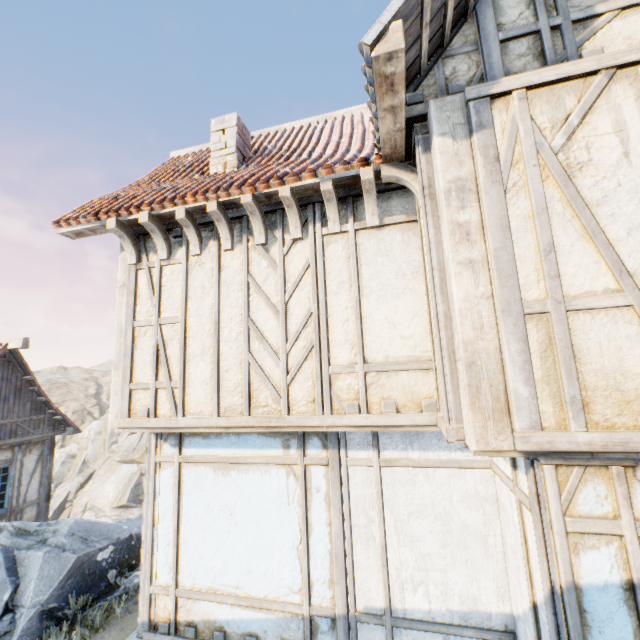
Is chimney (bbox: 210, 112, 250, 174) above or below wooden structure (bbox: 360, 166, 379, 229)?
above

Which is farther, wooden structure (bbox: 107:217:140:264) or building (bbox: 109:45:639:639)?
wooden structure (bbox: 107:217:140:264)

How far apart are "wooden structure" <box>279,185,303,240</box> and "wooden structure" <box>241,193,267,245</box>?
0.36m

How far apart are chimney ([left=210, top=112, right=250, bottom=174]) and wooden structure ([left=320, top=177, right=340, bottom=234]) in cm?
223

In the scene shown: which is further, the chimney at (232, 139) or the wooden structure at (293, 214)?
the chimney at (232, 139)

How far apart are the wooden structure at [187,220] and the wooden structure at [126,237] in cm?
92

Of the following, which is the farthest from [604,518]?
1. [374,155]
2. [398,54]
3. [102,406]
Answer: [102,406]

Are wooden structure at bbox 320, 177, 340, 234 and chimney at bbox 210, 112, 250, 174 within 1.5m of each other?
no
